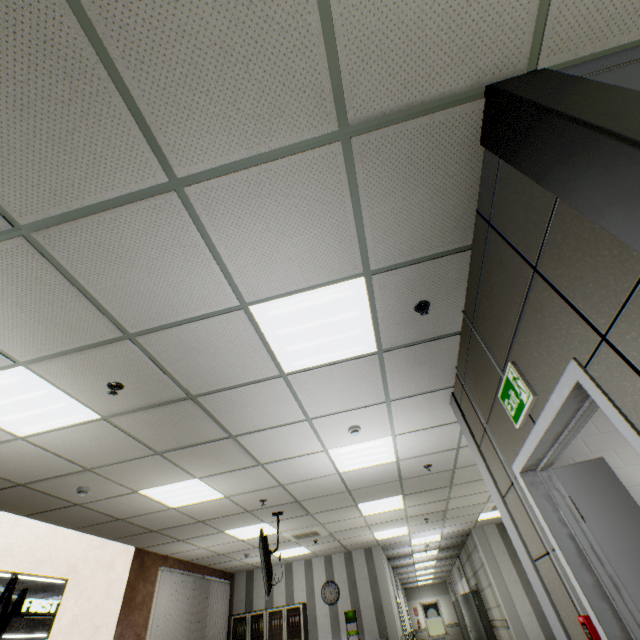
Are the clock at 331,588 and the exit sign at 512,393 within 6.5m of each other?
no

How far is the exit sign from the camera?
2.07m

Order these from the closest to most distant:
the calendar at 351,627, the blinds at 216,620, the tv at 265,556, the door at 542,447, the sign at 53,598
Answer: the door at 542,447 → the sign at 53,598 → the tv at 265,556 → the blinds at 216,620 → the calendar at 351,627

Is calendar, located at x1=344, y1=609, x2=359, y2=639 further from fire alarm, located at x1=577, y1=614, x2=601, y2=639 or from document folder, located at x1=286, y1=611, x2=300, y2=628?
fire alarm, located at x1=577, y1=614, x2=601, y2=639

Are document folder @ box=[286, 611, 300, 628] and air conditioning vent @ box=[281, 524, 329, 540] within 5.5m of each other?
yes

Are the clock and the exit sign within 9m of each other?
no

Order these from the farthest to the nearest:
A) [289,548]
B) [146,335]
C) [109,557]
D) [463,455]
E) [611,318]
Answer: [289,548] < [109,557] < [463,455] < [146,335] < [611,318]

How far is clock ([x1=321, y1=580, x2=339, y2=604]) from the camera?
9.6m
